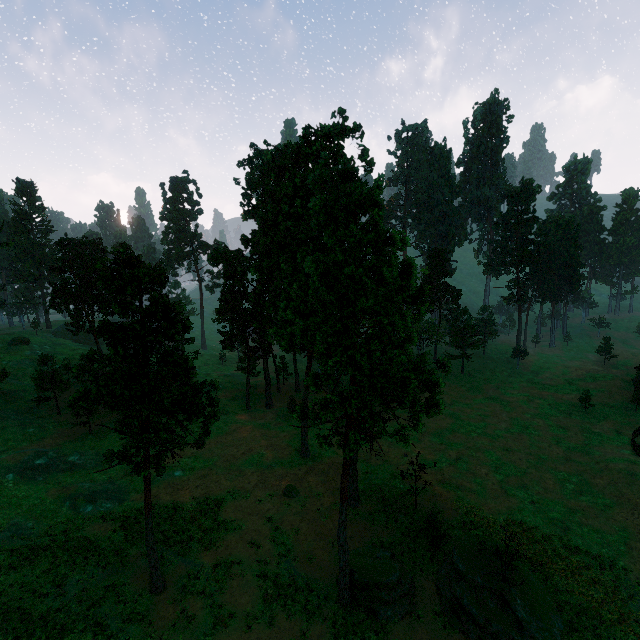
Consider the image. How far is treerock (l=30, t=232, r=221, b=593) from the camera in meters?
18.2 m

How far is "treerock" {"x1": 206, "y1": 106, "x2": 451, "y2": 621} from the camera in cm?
1780

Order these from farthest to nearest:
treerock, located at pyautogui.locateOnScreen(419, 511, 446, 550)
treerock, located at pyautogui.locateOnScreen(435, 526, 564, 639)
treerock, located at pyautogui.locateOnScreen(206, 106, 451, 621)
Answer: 1. treerock, located at pyautogui.locateOnScreen(419, 511, 446, 550)
2. treerock, located at pyautogui.locateOnScreen(435, 526, 564, 639)
3. treerock, located at pyautogui.locateOnScreen(206, 106, 451, 621)

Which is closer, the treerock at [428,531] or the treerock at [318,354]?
the treerock at [318,354]

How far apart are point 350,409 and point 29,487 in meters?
33.5

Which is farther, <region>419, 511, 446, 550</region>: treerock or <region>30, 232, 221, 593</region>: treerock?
<region>419, 511, 446, 550</region>: treerock
